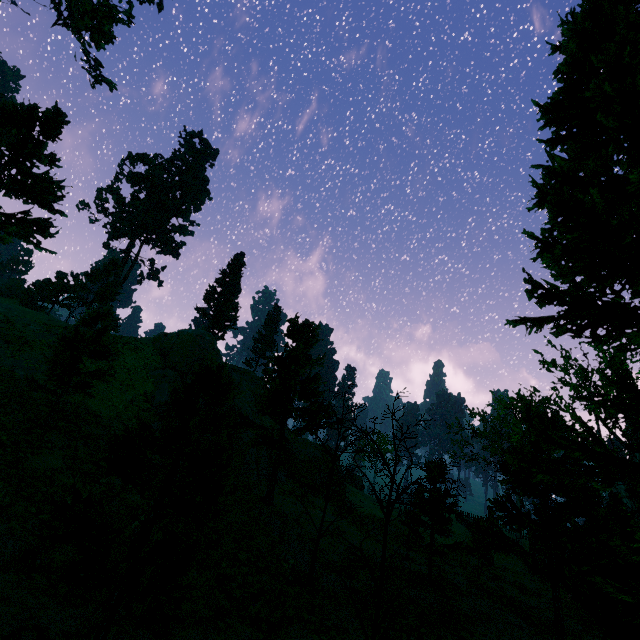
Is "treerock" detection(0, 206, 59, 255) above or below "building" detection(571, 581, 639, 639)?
above

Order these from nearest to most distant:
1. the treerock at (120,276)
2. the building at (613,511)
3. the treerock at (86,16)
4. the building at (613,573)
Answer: the treerock at (120,276) → the building at (613,573) → the building at (613,511) → the treerock at (86,16)

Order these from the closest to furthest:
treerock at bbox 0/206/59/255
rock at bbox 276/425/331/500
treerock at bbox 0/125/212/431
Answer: treerock at bbox 0/125/212/431 → treerock at bbox 0/206/59/255 → rock at bbox 276/425/331/500

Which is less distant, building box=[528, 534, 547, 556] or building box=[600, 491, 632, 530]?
building box=[600, 491, 632, 530]

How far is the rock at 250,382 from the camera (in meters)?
31.11

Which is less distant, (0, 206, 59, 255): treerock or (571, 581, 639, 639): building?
(571, 581, 639, 639): building

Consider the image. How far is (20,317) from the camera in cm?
2948

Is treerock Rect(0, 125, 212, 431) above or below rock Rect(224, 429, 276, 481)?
above
